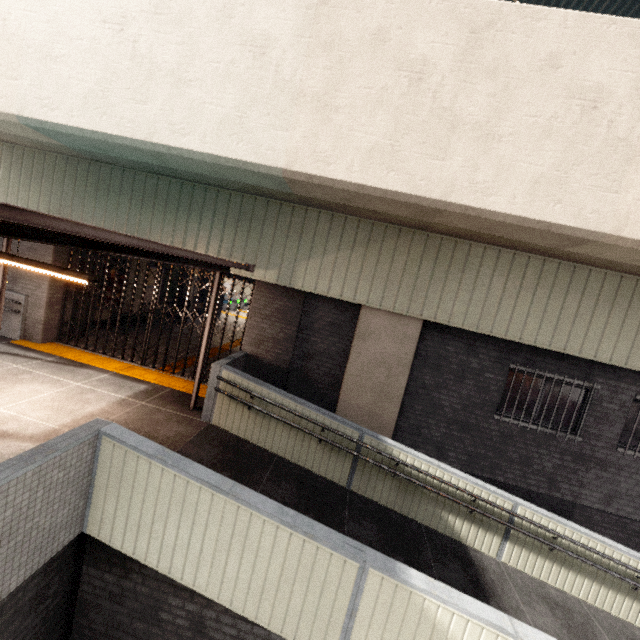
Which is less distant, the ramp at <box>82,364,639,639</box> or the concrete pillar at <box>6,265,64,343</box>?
the ramp at <box>82,364,639,639</box>

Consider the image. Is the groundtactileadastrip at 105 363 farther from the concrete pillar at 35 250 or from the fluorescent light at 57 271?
the fluorescent light at 57 271

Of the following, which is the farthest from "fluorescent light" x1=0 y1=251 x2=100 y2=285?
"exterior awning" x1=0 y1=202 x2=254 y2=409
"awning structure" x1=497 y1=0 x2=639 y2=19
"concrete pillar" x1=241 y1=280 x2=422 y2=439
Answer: "awning structure" x1=497 y1=0 x2=639 y2=19

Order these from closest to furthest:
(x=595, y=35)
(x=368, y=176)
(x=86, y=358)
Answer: (x=595, y=35) → (x=368, y=176) → (x=86, y=358)

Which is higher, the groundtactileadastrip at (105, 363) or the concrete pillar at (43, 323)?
the concrete pillar at (43, 323)

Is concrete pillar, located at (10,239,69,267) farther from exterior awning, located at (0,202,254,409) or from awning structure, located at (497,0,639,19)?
awning structure, located at (497,0,639,19)

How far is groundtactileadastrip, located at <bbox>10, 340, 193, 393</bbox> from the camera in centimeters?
785cm

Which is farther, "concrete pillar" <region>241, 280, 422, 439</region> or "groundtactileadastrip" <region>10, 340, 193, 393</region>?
"groundtactileadastrip" <region>10, 340, 193, 393</region>
